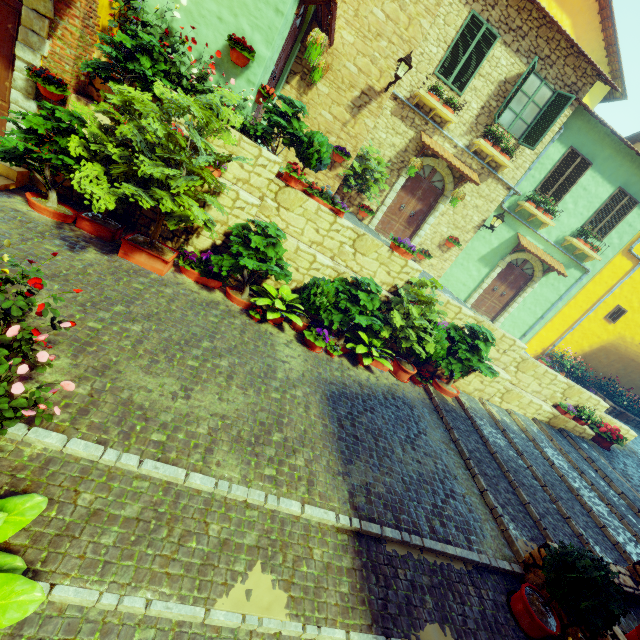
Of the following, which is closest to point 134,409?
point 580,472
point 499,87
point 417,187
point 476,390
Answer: point 476,390

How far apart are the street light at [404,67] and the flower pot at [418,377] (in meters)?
7.33

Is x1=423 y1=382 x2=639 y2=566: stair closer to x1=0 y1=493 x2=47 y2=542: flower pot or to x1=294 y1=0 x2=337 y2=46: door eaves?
x1=0 y1=493 x2=47 y2=542: flower pot

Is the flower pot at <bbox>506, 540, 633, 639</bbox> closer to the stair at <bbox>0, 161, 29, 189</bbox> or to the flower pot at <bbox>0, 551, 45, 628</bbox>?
the stair at <bbox>0, 161, 29, 189</bbox>

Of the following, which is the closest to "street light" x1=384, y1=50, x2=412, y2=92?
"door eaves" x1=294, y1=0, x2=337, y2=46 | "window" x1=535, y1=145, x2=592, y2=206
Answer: "door eaves" x1=294, y1=0, x2=337, y2=46

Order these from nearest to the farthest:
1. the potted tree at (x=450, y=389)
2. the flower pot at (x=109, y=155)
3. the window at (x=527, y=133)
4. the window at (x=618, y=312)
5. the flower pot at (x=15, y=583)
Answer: the flower pot at (x=15, y=583) → the flower pot at (x=109, y=155) → the potted tree at (x=450, y=389) → the window at (x=527, y=133) → the window at (x=618, y=312)

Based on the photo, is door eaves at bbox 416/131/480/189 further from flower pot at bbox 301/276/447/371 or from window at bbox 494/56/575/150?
flower pot at bbox 301/276/447/371

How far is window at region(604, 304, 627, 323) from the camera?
13.5 meters
